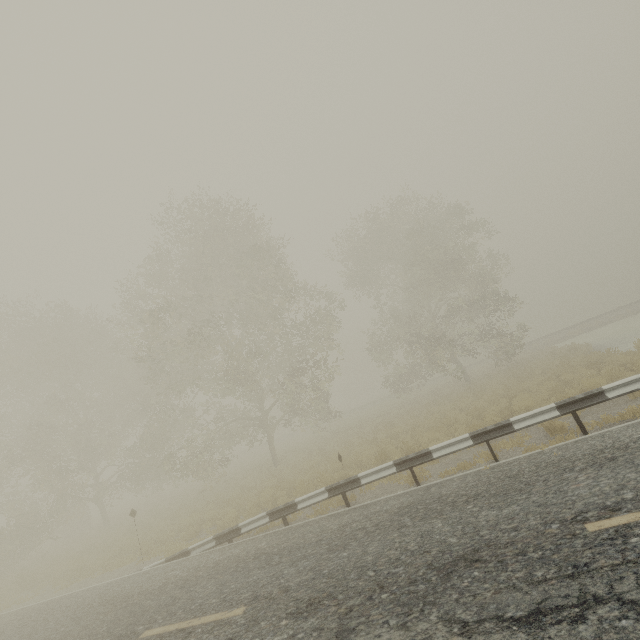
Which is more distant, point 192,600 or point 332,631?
point 192,600

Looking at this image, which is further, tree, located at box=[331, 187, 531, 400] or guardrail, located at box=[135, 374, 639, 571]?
tree, located at box=[331, 187, 531, 400]

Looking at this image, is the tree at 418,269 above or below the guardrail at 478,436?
above

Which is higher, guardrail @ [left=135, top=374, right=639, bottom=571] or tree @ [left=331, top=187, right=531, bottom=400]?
tree @ [left=331, top=187, right=531, bottom=400]

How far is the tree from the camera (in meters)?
21.89

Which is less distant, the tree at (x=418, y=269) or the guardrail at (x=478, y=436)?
the guardrail at (x=478, y=436)
